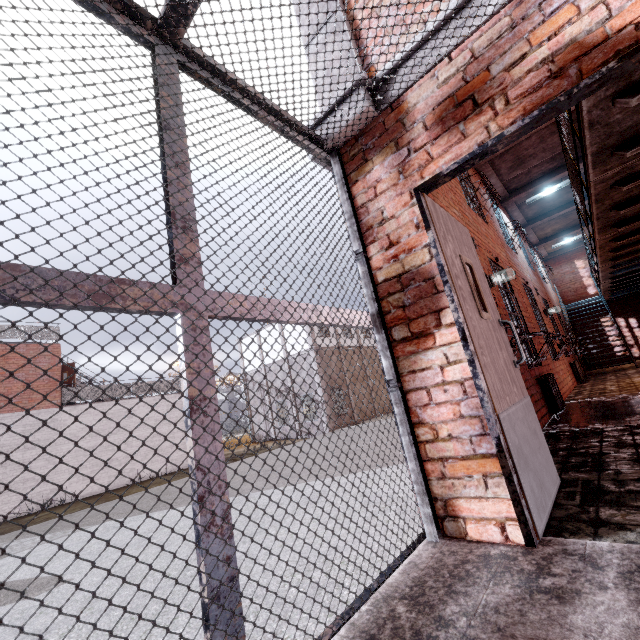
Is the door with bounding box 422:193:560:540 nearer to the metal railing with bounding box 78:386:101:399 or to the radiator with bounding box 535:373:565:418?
the radiator with bounding box 535:373:565:418

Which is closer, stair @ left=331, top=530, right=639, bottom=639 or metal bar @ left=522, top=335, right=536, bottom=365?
stair @ left=331, top=530, right=639, bottom=639

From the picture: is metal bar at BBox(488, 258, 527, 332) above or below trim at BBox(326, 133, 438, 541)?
above

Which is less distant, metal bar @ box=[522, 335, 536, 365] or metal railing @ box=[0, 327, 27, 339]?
metal bar @ box=[522, 335, 536, 365]

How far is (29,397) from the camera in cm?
1410

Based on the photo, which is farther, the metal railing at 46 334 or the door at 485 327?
the metal railing at 46 334

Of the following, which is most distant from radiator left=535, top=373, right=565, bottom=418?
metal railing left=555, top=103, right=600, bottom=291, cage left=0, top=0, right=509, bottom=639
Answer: cage left=0, top=0, right=509, bottom=639

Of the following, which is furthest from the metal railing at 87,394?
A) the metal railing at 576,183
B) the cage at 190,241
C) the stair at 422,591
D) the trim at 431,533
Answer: the metal railing at 576,183
